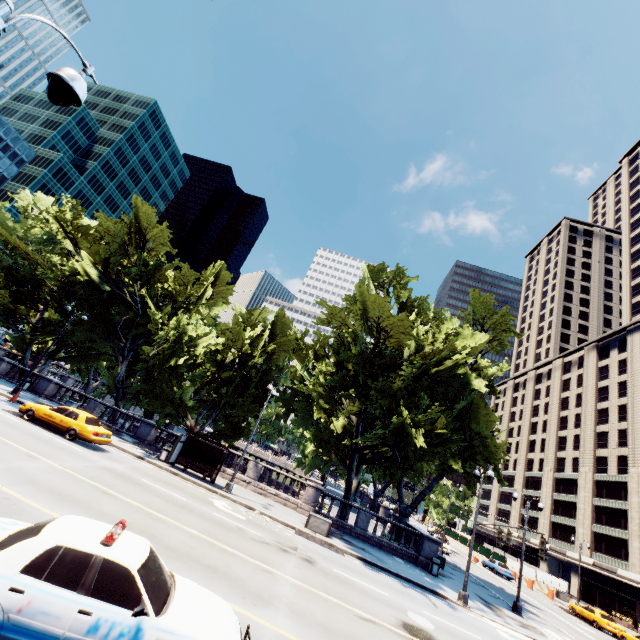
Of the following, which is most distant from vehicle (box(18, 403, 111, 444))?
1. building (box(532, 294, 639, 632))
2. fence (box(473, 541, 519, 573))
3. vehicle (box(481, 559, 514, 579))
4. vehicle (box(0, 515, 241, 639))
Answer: building (box(532, 294, 639, 632))

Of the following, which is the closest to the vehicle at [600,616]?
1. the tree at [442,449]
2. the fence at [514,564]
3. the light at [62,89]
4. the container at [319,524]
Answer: the fence at [514,564]

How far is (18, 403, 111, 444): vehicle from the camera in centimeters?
1781cm

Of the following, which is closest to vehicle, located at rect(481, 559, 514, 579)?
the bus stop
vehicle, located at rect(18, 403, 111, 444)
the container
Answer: the container

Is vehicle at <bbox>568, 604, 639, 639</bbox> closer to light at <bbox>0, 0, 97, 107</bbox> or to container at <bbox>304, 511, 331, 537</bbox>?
→ container at <bbox>304, 511, 331, 537</bbox>

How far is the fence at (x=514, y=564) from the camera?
42.9m

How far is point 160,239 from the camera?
29.30m

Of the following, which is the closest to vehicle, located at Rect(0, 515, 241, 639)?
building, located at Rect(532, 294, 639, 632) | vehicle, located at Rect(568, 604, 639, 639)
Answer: vehicle, located at Rect(568, 604, 639, 639)
